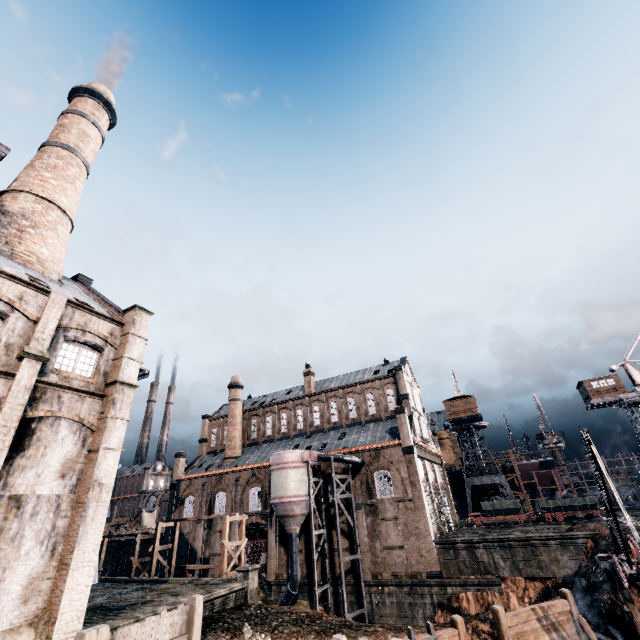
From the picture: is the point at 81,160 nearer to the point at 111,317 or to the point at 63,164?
the point at 63,164

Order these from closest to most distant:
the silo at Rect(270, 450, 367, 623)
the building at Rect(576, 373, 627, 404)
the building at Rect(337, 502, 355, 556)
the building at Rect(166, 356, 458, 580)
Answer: the silo at Rect(270, 450, 367, 623)
the building at Rect(166, 356, 458, 580)
the building at Rect(337, 502, 355, 556)
the building at Rect(576, 373, 627, 404)

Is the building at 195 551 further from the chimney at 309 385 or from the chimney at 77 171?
the chimney at 77 171

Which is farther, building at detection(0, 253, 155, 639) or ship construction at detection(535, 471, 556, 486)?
ship construction at detection(535, 471, 556, 486)

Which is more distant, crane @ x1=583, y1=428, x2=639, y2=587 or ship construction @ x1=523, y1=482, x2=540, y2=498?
ship construction @ x1=523, y1=482, x2=540, y2=498

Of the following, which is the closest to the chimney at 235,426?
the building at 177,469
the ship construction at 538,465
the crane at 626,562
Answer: the building at 177,469

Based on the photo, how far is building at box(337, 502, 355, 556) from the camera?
34.75m

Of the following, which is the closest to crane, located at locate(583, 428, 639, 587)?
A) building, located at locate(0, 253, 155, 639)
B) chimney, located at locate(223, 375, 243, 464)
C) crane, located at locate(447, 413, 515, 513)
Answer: building, located at locate(0, 253, 155, 639)
